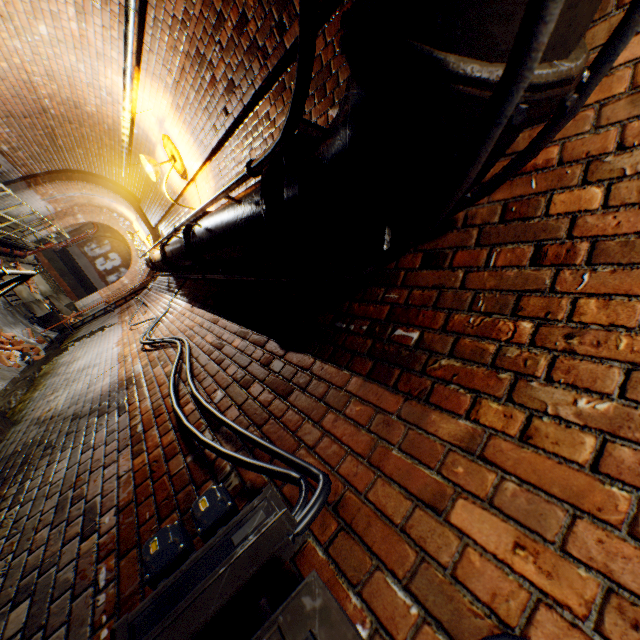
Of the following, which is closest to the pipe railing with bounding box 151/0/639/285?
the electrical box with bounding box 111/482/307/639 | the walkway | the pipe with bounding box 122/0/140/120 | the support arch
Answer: the pipe with bounding box 122/0/140/120

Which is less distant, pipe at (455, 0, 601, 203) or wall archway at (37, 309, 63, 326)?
pipe at (455, 0, 601, 203)

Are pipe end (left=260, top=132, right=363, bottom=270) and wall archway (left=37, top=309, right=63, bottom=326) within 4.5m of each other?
no

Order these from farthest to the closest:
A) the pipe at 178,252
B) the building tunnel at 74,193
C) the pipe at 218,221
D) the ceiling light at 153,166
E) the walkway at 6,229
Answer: the building tunnel at 74,193 → the walkway at 6,229 → the ceiling light at 153,166 → the pipe at 178,252 → the pipe at 218,221

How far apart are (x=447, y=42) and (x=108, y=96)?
7.14m

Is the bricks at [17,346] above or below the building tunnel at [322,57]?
below

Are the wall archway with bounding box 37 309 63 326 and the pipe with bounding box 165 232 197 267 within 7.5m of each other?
no

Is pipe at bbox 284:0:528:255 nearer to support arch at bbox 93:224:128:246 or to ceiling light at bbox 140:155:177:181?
ceiling light at bbox 140:155:177:181
